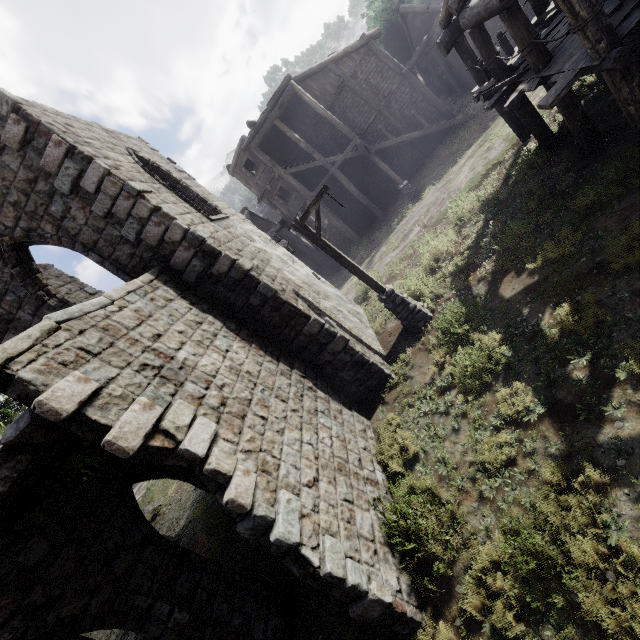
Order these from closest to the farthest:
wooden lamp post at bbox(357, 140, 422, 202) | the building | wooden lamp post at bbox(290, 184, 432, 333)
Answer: the building, wooden lamp post at bbox(290, 184, 432, 333), wooden lamp post at bbox(357, 140, 422, 202)

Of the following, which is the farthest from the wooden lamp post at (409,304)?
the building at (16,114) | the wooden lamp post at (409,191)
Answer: the wooden lamp post at (409,191)

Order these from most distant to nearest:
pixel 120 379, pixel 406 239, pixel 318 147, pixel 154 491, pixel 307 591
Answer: pixel 318 147 → pixel 154 491 → pixel 406 239 → pixel 307 591 → pixel 120 379

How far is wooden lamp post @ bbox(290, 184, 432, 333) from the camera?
9.39m

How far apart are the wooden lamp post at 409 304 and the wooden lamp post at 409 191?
10.6 meters

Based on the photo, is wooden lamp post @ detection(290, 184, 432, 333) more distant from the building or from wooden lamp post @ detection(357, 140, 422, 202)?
wooden lamp post @ detection(357, 140, 422, 202)

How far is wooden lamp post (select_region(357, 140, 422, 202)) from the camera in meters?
18.9

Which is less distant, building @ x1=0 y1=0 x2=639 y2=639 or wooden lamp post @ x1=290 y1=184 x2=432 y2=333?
building @ x1=0 y1=0 x2=639 y2=639
